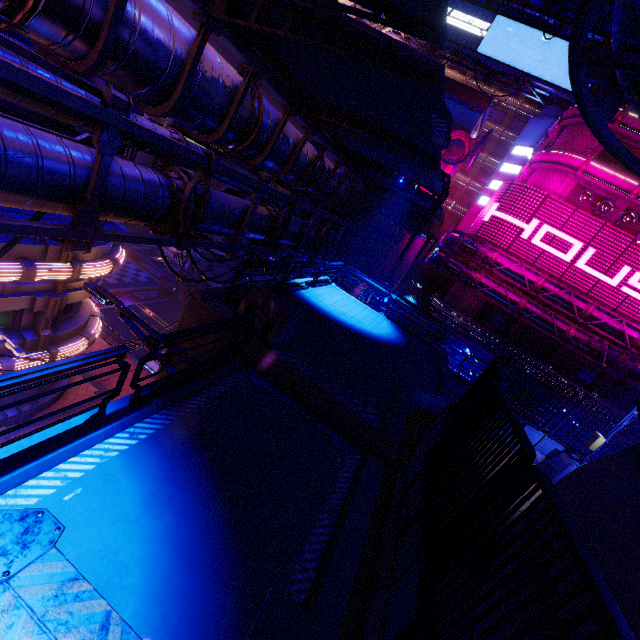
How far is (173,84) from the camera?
6.14m

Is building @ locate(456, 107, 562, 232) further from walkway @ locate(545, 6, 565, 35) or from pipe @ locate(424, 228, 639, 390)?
pipe @ locate(424, 228, 639, 390)

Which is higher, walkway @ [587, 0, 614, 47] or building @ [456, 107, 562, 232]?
walkway @ [587, 0, 614, 47]

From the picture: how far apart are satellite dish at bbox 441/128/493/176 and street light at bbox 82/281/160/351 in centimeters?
4410cm

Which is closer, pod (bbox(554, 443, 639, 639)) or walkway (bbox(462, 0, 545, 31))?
pod (bbox(554, 443, 639, 639))

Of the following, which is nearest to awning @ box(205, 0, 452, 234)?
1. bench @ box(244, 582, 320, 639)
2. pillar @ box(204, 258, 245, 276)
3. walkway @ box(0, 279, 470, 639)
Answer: walkway @ box(0, 279, 470, 639)

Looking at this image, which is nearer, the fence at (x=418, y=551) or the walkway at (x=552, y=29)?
the fence at (x=418, y=551)

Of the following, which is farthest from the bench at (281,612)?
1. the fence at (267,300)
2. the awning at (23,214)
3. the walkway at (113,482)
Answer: the awning at (23,214)
